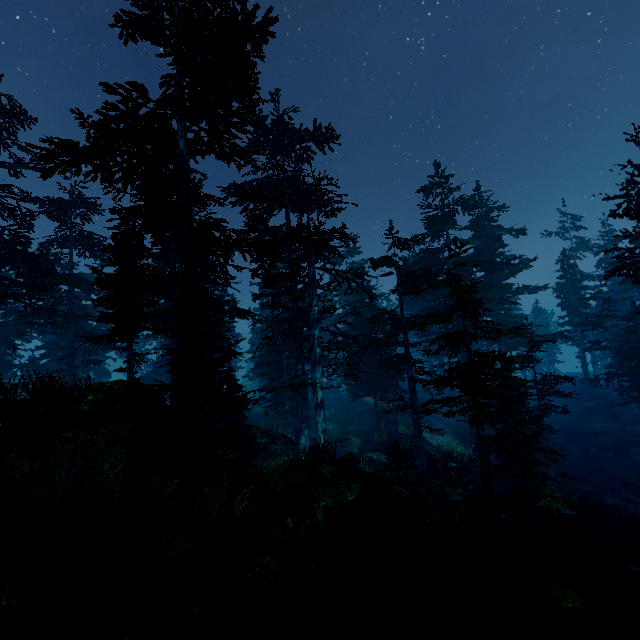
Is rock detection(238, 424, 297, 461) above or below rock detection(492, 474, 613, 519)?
above

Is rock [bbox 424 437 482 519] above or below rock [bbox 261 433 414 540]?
below

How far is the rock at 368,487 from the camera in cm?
958

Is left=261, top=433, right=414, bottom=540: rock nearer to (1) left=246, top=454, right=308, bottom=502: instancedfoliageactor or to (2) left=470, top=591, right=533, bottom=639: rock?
(1) left=246, top=454, right=308, bottom=502: instancedfoliageactor

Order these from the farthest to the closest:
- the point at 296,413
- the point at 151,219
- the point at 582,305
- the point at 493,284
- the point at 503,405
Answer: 1. the point at 582,305
2. the point at 296,413
3. the point at 493,284
4. the point at 503,405
5. the point at 151,219

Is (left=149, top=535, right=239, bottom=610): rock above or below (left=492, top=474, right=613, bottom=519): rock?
above

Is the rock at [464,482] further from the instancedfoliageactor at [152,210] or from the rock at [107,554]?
the rock at [107,554]
